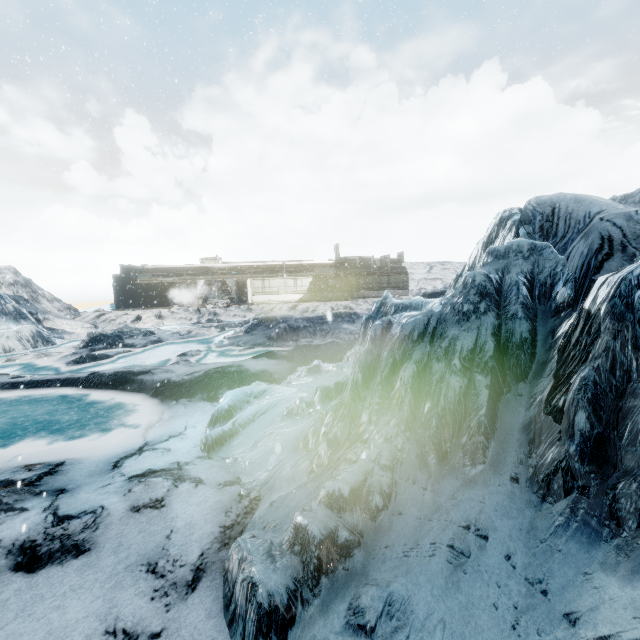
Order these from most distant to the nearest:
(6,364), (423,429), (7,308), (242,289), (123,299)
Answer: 1. (242,289)
2. (123,299)
3. (7,308)
4. (6,364)
5. (423,429)
